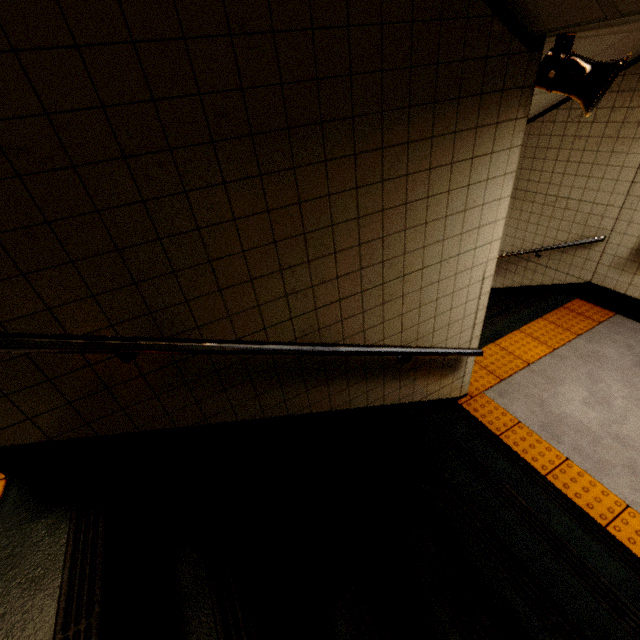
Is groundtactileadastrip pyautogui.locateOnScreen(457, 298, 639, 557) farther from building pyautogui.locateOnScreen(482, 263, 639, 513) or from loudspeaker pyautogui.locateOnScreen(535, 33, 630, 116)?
loudspeaker pyautogui.locateOnScreen(535, 33, 630, 116)

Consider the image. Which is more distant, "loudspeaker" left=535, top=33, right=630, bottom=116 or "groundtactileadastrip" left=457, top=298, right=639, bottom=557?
"groundtactileadastrip" left=457, top=298, right=639, bottom=557

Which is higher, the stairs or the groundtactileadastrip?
the stairs

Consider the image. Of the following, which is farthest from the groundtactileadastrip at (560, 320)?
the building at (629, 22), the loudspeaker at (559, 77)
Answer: the loudspeaker at (559, 77)

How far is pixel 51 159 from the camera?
1.0m

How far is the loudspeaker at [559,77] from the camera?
1.70m

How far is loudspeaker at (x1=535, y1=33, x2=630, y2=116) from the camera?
1.70m
